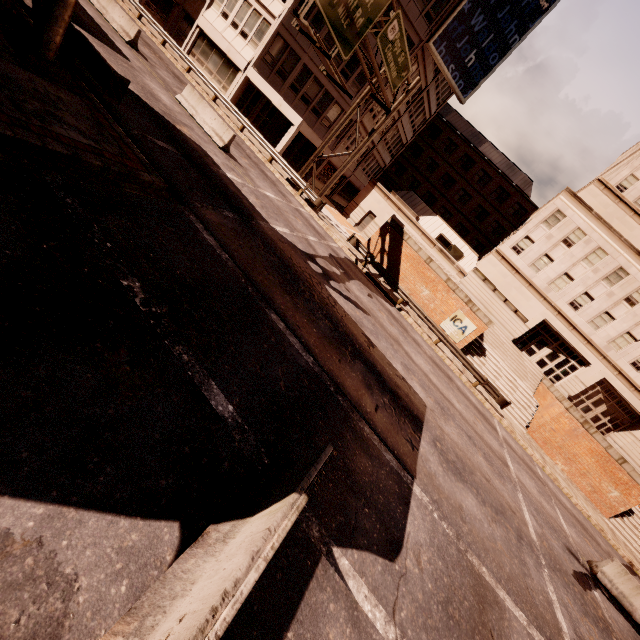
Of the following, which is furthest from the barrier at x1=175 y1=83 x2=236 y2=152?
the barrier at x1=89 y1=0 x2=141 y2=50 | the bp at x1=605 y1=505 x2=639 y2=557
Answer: the bp at x1=605 y1=505 x2=639 y2=557

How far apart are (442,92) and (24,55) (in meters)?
42.24

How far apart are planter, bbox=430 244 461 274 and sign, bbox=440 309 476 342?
2.45m

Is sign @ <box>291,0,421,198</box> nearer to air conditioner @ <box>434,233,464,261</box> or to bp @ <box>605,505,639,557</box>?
air conditioner @ <box>434,233,464,261</box>

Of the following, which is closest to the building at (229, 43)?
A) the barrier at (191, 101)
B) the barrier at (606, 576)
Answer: the barrier at (191, 101)

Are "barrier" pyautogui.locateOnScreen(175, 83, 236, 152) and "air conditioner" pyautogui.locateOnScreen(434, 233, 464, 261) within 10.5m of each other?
no

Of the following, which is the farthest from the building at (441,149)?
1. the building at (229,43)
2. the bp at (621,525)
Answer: the bp at (621,525)

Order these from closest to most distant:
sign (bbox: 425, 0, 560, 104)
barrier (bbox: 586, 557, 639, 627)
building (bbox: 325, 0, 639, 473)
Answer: barrier (bbox: 586, 557, 639, 627)
sign (bbox: 425, 0, 560, 104)
building (bbox: 325, 0, 639, 473)
